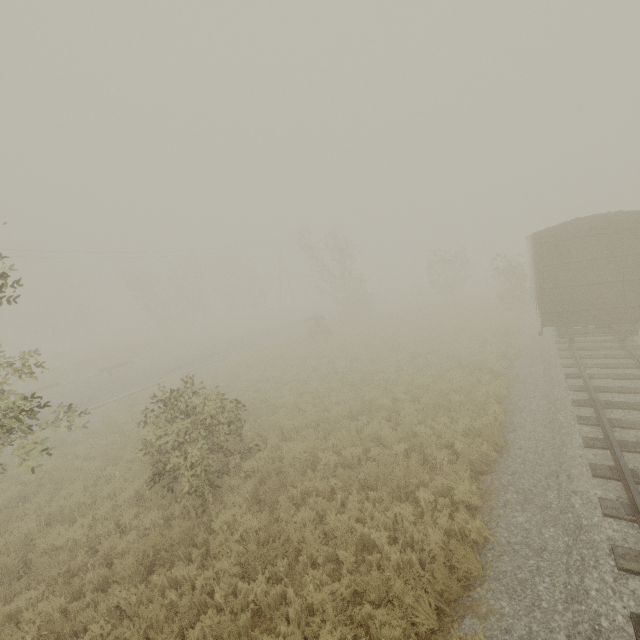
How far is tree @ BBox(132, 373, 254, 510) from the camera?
7.62m

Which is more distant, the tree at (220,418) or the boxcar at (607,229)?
the boxcar at (607,229)

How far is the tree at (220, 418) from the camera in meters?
7.6

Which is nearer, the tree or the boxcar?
the tree

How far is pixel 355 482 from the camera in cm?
788
